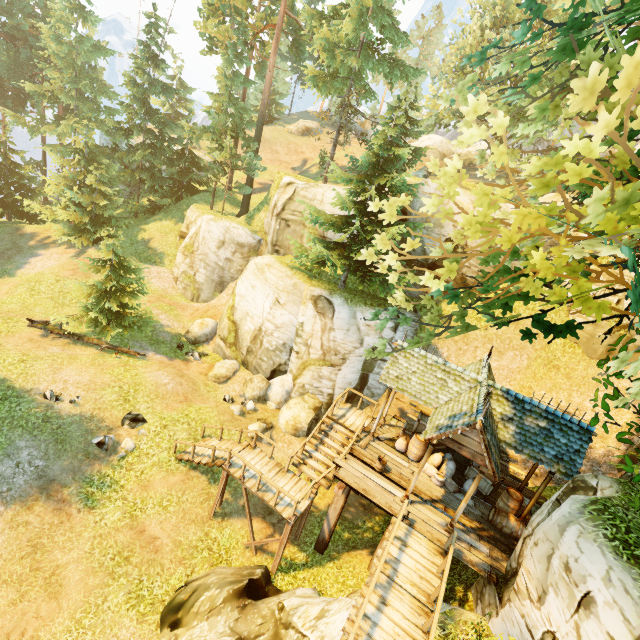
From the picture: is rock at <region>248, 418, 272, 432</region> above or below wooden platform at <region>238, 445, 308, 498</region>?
below

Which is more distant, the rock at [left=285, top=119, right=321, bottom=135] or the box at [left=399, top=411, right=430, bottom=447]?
the rock at [left=285, top=119, right=321, bottom=135]

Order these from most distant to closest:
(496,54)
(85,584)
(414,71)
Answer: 1. (414,71)
2. (85,584)
3. (496,54)

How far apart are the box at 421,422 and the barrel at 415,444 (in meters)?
0.10

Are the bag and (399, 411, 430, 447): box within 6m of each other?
yes

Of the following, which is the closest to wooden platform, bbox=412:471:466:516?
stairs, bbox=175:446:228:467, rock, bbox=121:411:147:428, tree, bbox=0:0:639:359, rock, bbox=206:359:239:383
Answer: stairs, bbox=175:446:228:467

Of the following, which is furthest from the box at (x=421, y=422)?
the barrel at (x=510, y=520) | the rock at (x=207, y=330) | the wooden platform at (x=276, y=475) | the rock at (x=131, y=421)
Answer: the rock at (x=207, y=330)

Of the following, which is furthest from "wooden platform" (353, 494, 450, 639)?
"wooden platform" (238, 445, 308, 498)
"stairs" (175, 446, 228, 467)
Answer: "stairs" (175, 446, 228, 467)
